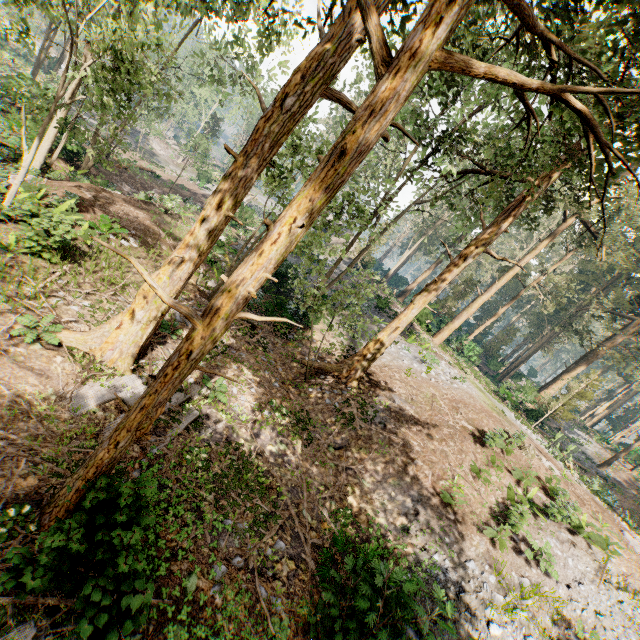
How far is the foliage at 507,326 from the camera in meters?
40.7

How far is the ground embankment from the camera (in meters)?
12.61

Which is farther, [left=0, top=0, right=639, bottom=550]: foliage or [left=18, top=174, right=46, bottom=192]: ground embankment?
[left=18, top=174, right=46, bottom=192]: ground embankment

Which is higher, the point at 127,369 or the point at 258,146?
the point at 258,146

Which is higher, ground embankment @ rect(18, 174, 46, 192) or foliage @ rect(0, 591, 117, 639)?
foliage @ rect(0, 591, 117, 639)

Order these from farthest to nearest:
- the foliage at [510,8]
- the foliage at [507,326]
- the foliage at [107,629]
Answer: the foliage at [507,326], the foliage at [107,629], the foliage at [510,8]

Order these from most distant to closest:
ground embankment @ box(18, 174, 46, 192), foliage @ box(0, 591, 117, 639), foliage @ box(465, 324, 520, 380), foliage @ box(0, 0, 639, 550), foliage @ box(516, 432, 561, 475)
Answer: foliage @ box(465, 324, 520, 380)
foliage @ box(516, 432, 561, 475)
ground embankment @ box(18, 174, 46, 192)
foliage @ box(0, 591, 117, 639)
foliage @ box(0, 0, 639, 550)

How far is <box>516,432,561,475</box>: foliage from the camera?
14.2 meters
